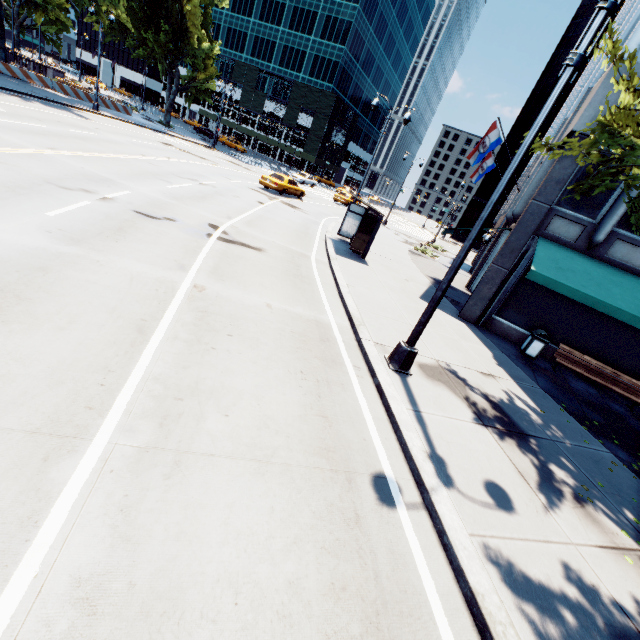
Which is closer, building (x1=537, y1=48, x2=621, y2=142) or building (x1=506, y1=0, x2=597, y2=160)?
building (x1=537, y1=48, x2=621, y2=142)

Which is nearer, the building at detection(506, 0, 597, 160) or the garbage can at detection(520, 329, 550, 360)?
the garbage can at detection(520, 329, 550, 360)

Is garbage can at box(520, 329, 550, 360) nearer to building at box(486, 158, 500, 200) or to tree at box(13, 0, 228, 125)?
tree at box(13, 0, 228, 125)

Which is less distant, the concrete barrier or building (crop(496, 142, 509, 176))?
the concrete barrier

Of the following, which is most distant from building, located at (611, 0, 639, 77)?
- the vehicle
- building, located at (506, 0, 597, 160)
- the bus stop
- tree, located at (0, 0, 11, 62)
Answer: the vehicle

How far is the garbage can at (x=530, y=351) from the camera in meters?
11.4

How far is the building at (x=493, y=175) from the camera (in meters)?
58.59

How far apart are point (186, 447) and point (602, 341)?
14.35m
